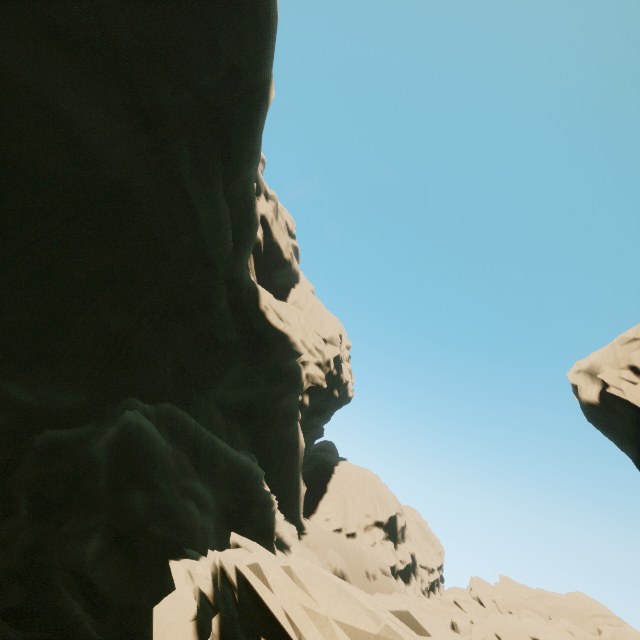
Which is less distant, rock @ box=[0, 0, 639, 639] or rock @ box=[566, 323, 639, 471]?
rock @ box=[0, 0, 639, 639]

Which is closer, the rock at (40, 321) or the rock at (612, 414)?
the rock at (40, 321)

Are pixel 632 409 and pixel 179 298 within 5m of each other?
no
